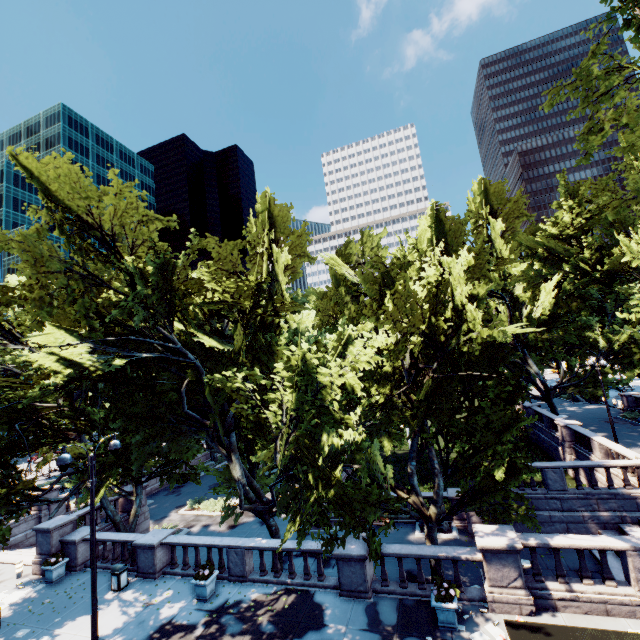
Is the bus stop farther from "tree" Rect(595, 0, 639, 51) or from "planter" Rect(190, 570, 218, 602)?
"planter" Rect(190, 570, 218, 602)

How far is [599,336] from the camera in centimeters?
2941cm

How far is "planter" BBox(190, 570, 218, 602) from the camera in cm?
1345

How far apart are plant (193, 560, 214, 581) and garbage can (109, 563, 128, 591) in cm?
433

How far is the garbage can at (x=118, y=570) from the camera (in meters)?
14.96

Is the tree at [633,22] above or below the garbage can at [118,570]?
above

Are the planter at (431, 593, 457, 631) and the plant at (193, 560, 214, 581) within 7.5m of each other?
no

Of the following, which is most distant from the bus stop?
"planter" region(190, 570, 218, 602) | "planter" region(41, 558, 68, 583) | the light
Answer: "planter" region(41, 558, 68, 583)
